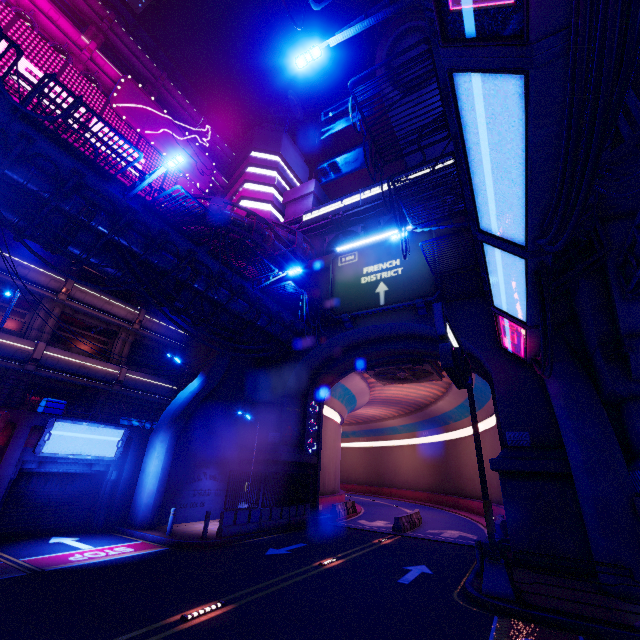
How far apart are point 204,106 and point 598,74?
Answer: 50.8m

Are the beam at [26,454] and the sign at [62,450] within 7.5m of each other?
yes

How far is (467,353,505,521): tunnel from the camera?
18.8m

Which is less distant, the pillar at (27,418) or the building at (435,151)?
the pillar at (27,418)

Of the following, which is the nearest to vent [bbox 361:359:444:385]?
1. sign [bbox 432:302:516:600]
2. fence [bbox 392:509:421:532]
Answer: fence [bbox 392:509:421:532]

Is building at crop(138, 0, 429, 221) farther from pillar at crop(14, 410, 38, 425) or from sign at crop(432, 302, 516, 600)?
sign at crop(432, 302, 516, 600)

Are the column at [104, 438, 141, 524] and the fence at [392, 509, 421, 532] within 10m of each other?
no

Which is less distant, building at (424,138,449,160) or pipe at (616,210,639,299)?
pipe at (616,210,639,299)
